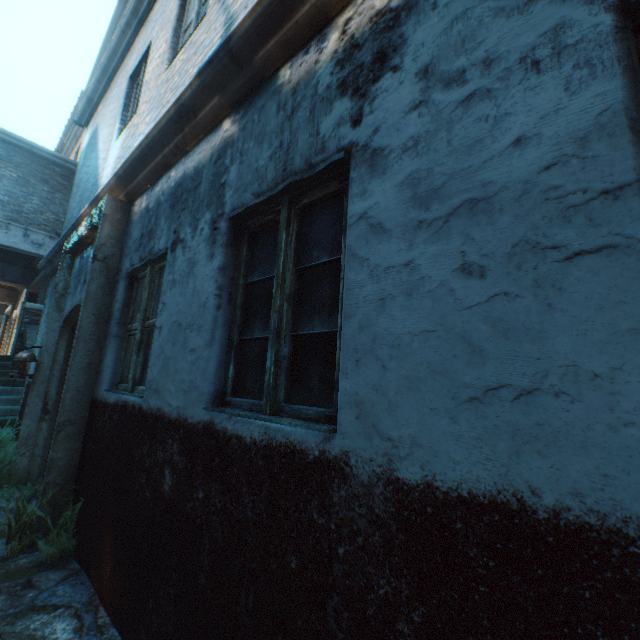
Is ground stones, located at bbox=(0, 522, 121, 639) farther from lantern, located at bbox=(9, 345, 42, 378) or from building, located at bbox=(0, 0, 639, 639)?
lantern, located at bbox=(9, 345, 42, 378)

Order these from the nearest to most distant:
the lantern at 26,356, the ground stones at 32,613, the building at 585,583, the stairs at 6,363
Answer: the building at 585,583
the ground stones at 32,613
the lantern at 26,356
the stairs at 6,363

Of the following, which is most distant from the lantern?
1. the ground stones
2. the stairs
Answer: the stairs

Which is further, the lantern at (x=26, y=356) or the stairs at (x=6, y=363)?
the stairs at (x=6, y=363)

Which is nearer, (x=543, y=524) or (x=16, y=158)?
(x=543, y=524)

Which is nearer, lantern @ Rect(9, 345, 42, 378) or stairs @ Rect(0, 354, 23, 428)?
lantern @ Rect(9, 345, 42, 378)

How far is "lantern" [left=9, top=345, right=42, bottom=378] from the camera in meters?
4.6

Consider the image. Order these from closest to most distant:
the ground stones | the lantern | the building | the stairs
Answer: the building, the ground stones, the lantern, the stairs
